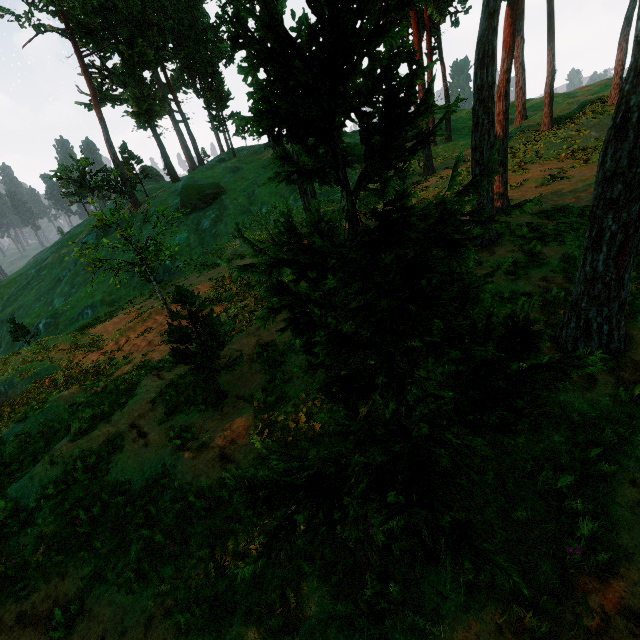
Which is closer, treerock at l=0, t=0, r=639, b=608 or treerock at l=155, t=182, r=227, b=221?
treerock at l=0, t=0, r=639, b=608

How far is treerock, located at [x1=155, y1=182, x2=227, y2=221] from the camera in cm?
2011

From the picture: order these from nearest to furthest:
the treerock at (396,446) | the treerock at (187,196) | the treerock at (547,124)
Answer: the treerock at (396,446), the treerock at (187,196), the treerock at (547,124)

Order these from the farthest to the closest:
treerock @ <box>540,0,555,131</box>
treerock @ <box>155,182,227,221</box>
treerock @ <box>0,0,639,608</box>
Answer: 1. treerock @ <box>540,0,555,131</box>
2. treerock @ <box>155,182,227,221</box>
3. treerock @ <box>0,0,639,608</box>

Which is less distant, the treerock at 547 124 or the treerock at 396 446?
the treerock at 396 446

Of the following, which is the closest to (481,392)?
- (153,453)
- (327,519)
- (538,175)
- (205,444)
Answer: (327,519)
